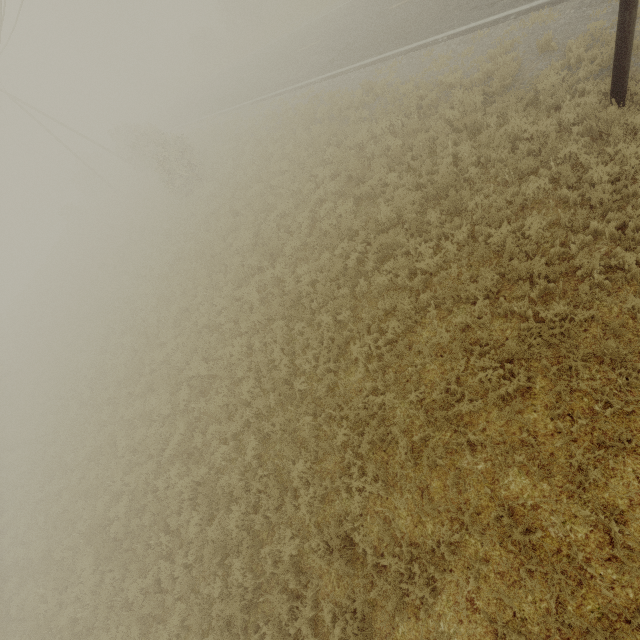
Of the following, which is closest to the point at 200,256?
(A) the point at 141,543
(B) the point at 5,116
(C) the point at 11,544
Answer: (A) the point at 141,543
